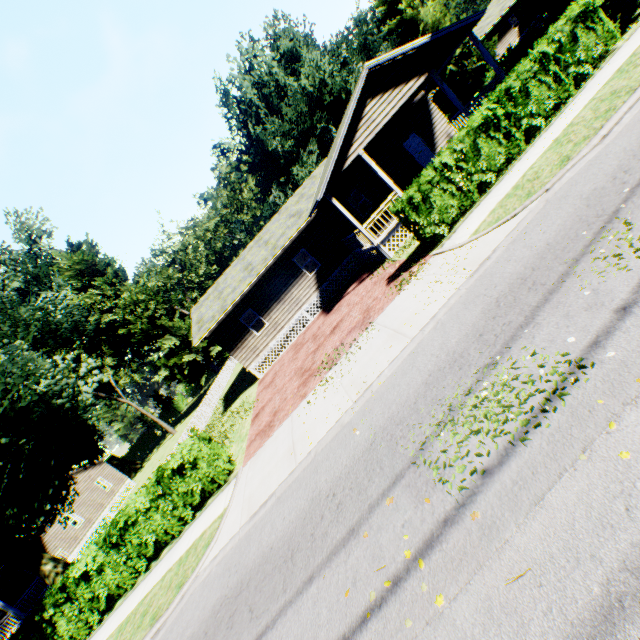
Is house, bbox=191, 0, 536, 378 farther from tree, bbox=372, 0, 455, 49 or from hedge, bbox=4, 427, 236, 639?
hedge, bbox=4, 427, 236, 639

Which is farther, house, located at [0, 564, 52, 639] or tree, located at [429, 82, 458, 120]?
tree, located at [429, 82, 458, 120]

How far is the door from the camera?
20.1 meters

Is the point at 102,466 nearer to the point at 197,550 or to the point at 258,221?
the point at 197,550

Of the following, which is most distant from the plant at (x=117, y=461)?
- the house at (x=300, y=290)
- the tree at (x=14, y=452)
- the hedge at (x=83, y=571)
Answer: the hedge at (x=83, y=571)

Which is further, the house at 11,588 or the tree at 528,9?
the house at 11,588

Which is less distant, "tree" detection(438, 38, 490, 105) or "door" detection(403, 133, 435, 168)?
"door" detection(403, 133, 435, 168)

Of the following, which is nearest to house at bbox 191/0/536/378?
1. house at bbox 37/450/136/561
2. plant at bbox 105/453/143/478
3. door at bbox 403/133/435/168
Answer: door at bbox 403/133/435/168
